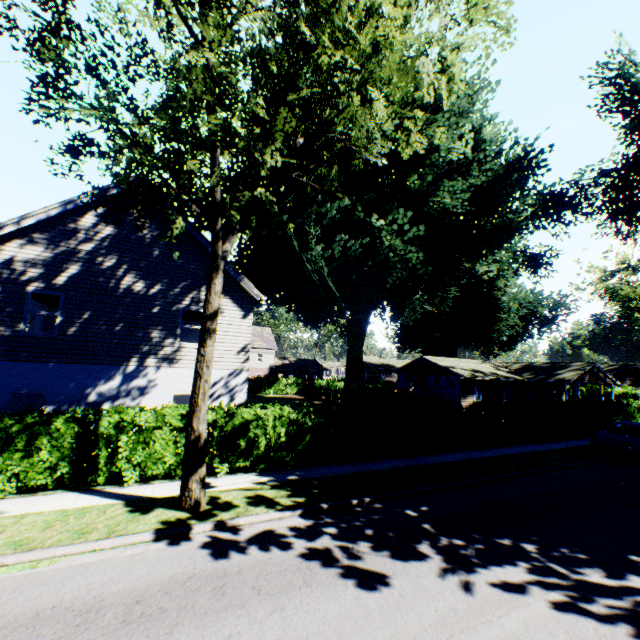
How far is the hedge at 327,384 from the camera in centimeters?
3838cm

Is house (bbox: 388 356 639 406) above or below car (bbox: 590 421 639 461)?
above

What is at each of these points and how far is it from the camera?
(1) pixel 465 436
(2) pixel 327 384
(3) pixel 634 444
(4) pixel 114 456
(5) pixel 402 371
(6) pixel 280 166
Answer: (1) hedge, 16.47m
(2) hedge, 40.34m
(3) car, 15.35m
(4) hedge, 9.58m
(5) house, 42.41m
(6) plant, 15.85m

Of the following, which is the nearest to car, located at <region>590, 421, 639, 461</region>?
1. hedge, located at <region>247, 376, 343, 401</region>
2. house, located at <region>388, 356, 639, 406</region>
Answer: hedge, located at <region>247, 376, 343, 401</region>

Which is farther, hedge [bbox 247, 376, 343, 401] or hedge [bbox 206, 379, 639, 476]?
hedge [bbox 247, 376, 343, 401]

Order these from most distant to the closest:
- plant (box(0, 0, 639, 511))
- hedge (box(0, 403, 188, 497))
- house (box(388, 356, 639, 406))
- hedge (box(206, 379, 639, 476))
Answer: house (box(388, 356, 639, 406))
hedge (box(206, 379, 639, 476))
hedge (box(0, 403, 188, 497))
plant (box(0, 0, 639, 511))

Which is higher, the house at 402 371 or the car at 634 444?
the house at 402 371

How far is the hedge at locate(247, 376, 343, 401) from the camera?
38.4 meters
